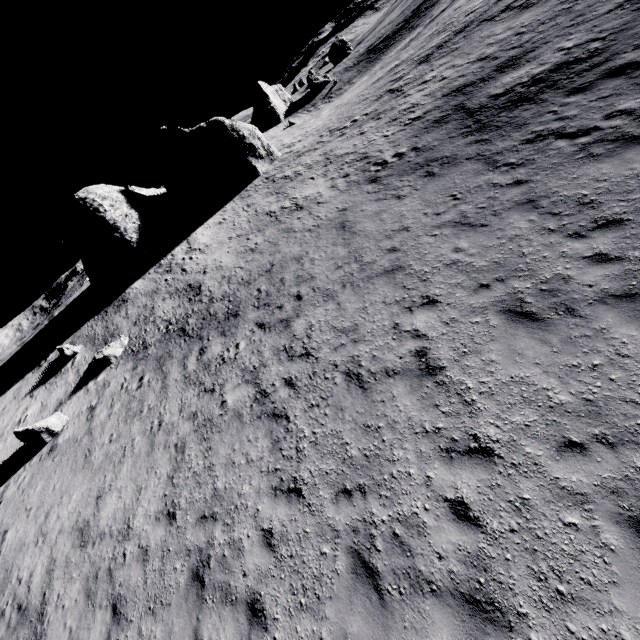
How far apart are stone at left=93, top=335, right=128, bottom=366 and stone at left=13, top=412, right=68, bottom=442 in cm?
286

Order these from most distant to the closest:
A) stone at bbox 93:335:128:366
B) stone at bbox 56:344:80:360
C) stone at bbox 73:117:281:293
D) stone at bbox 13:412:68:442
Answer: stone at bbox 73:117:281:293, stone at bbox 56:344:80:360, stone at bbox 93:335:128:366, stone at bbox 13:412:68:442

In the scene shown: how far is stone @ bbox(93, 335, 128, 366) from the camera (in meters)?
17.77

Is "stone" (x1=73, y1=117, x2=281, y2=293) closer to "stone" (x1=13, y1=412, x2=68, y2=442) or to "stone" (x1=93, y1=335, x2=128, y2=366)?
"stone" (x1=93, y1=335, x2=128, y2=366)

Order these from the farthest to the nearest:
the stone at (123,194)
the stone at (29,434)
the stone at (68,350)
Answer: the stone at (123,194)
the stone at (68,350)
the stone at (29,434)

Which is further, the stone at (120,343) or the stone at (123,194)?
the stone at (123,194)

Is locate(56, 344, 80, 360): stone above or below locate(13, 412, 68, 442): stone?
above

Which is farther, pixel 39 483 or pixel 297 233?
pixel 297 233
